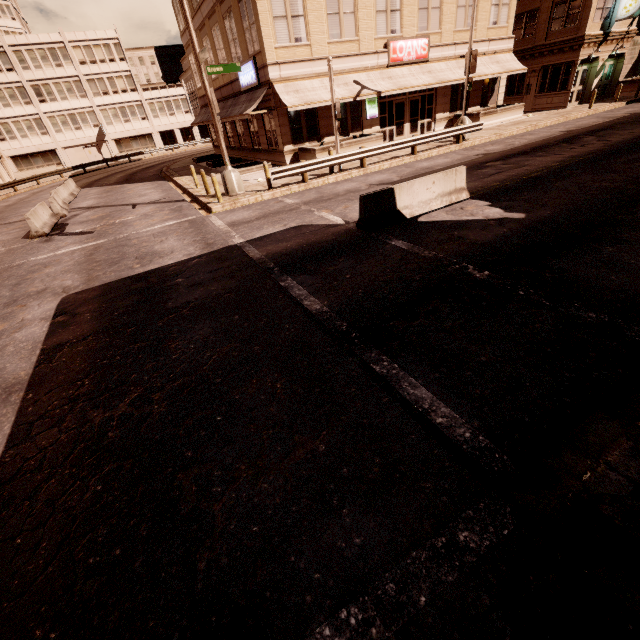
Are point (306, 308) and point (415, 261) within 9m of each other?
yes

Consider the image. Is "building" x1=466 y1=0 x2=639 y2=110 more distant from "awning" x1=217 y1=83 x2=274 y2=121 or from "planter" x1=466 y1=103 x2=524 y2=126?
"awning" x1=217 y1=83 x2=274 y2=121

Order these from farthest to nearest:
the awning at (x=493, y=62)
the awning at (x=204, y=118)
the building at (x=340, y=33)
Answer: Result: the awning at (x=204, y=118) < the awning at (x=493, y=62) < the building at (x=340, y=33)

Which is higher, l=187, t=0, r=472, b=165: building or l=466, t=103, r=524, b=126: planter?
l=187, t=0, r=472, b=165: building

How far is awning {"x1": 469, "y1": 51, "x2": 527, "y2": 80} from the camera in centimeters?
2381cm

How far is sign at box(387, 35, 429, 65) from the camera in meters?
21.2 m

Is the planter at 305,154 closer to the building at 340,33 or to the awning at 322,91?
the building at 340,33
